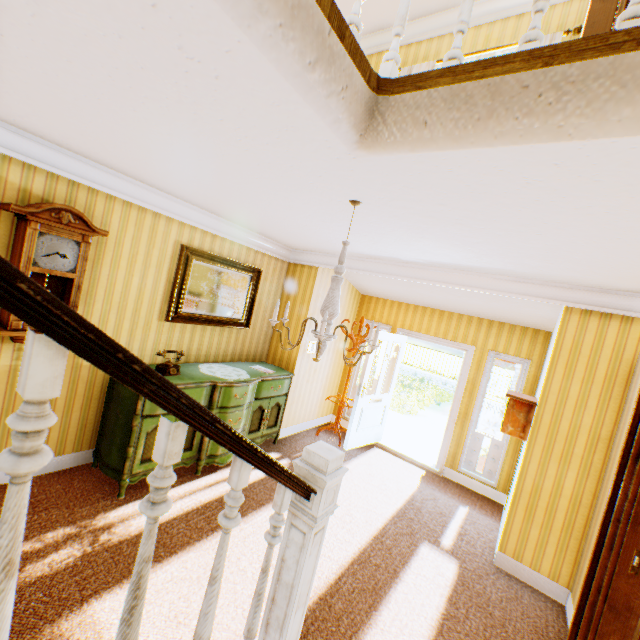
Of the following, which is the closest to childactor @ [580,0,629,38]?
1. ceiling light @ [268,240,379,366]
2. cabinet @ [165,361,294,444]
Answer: ceiling light @ [268,240,379,366]

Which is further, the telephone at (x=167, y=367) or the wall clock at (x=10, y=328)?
the telephone at (x=167, y=367)

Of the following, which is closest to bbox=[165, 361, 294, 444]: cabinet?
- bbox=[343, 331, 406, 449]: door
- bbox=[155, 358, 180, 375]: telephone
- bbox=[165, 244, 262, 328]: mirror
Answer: bbox=[155, 358, 180, 375]: telephone

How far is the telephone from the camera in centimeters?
360cm

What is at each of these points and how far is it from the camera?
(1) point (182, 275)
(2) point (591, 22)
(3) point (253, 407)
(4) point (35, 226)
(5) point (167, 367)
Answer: (1) mirror, 4.09m
(2) childactor, 2.67m
(3) cabinet, 4.58m
(4) wall clock, 2.63m
(5) telephone, 3.62m

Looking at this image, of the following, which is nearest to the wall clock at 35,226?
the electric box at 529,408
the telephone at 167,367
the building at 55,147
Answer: the building at 55,147

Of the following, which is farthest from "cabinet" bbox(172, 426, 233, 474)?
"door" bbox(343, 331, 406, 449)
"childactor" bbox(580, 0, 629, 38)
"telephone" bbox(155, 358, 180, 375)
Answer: "childactor" bbox(580, 0, 629, 38)

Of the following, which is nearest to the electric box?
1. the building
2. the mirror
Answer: the building
